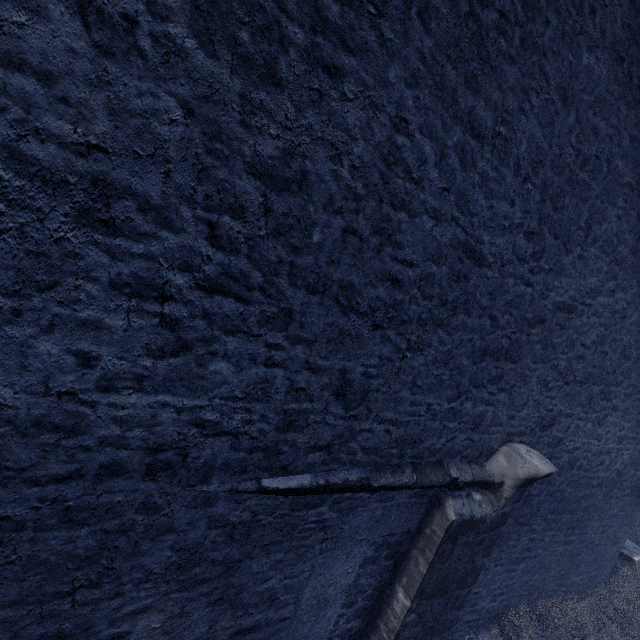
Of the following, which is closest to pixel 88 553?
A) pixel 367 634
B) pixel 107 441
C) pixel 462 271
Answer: pixel 107 441

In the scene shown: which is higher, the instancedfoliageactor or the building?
the building

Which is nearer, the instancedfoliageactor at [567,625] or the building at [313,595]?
the building at [313,595]

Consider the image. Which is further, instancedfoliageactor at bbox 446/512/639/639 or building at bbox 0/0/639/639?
instancedfoliageactor at bbox 446/512/639/639

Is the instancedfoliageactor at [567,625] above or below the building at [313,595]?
below
